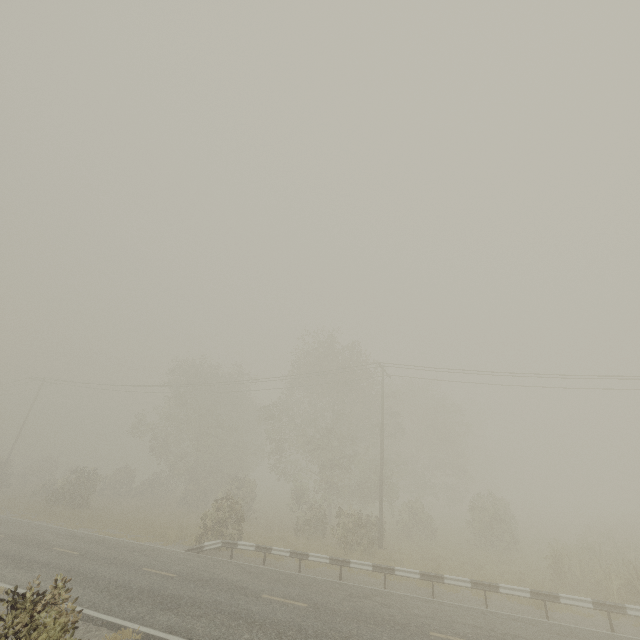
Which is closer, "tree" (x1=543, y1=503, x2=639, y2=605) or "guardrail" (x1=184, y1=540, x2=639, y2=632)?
"guardrail" (x1=184, y1=540, x2=639, y2=632)

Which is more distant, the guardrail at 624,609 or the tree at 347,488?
the tree at 347,488

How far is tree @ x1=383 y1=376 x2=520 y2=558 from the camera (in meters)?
23.30

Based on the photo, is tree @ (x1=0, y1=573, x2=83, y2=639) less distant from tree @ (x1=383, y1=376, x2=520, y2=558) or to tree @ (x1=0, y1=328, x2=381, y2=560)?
tree @ (x1=0, y1=328, x2=381, y2=560)

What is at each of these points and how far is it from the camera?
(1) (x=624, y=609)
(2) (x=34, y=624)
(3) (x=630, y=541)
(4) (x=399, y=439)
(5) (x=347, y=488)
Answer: (1) guardrail, 11.4m
(2) tree, 5.8m
(3) tree, 19.7m
(4) tree, 32.0m
(5) tree, 30.8m

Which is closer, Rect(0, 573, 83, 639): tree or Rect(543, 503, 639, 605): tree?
Rect(0, 573, 83, 639): tree

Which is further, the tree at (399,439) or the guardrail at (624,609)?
the tree at (399,439)

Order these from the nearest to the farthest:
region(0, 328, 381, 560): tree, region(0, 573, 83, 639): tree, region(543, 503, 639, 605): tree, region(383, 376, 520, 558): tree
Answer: region(0, 573, 83, 639): tree
region(543, 503, 639, 605): tree
region(0, 328, 381, 560): tree
region(383, 376, 520, 558): tree
